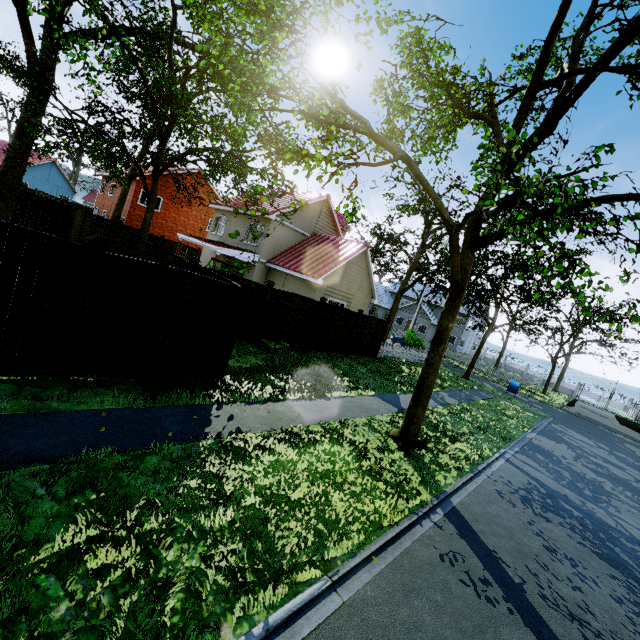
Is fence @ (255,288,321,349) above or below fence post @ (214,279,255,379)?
below

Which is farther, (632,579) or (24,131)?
(24,131)

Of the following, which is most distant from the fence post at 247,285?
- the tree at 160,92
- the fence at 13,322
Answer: the tree at 160,92

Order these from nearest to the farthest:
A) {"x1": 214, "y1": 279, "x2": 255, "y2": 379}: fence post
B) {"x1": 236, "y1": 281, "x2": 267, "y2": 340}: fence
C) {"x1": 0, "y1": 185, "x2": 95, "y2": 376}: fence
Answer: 1. {"x1": 0, "y1": 185, "x2": 95, "y2": 376}: fence
2. {"x1": 214, "y1": 279, "x2": 255, "y2": 379}: fence post
3. {"x1": 236, "y1": 281, "x2": 267, "y2": 340}: fence

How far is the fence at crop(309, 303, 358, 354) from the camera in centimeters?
1478cm

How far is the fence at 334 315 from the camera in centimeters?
1478cm

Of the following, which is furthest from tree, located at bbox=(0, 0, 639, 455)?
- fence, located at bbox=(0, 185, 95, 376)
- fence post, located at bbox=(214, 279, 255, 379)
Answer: fence post, located at bbox=(214, 279, 255, 379)
